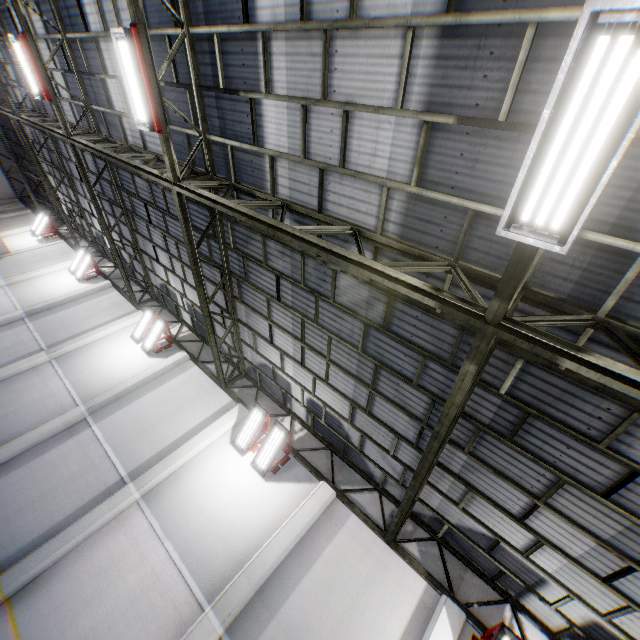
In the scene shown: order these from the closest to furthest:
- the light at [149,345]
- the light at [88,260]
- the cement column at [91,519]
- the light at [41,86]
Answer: the cement column at [91,519] → the light at [41,86] → the light at [149,345] → the light at [88,260]

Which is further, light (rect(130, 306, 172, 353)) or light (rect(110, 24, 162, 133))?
light (rect(130, 306, 172, 353))

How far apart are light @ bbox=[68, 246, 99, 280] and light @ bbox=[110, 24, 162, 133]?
14.0 meters

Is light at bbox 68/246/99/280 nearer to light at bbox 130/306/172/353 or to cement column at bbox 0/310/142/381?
cement column at bbox 0/310/142/381

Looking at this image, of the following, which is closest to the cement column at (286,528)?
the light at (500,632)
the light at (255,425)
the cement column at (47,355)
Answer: the light at (255,425)

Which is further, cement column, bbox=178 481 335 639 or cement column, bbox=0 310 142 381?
cement column, bbox=0 310 142 381

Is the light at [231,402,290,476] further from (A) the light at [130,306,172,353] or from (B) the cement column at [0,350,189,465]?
(A) the light at [130,306,172,353]

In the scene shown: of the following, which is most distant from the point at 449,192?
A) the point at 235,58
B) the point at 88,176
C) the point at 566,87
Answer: the point at 88,176
